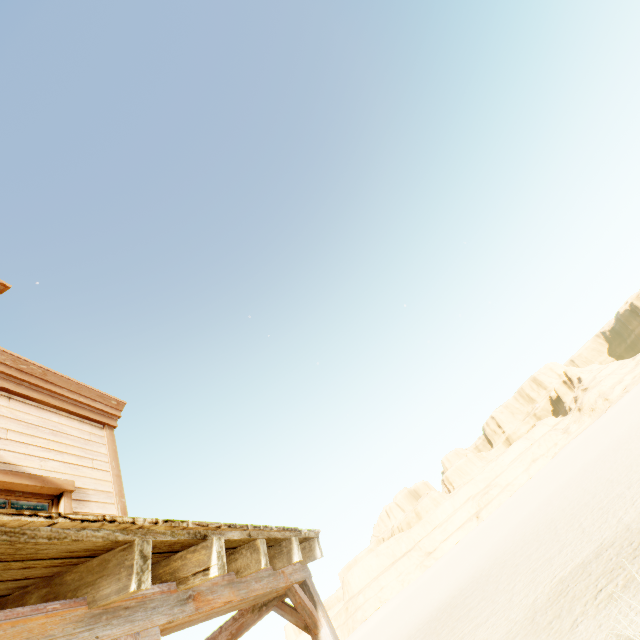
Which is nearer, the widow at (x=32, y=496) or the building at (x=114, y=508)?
the building at (x=114, y=508)

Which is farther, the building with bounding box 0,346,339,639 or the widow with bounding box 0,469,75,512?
the widow with bounding box 0,469,75,512

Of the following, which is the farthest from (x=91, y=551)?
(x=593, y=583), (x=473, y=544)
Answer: (x=473, y=544)
